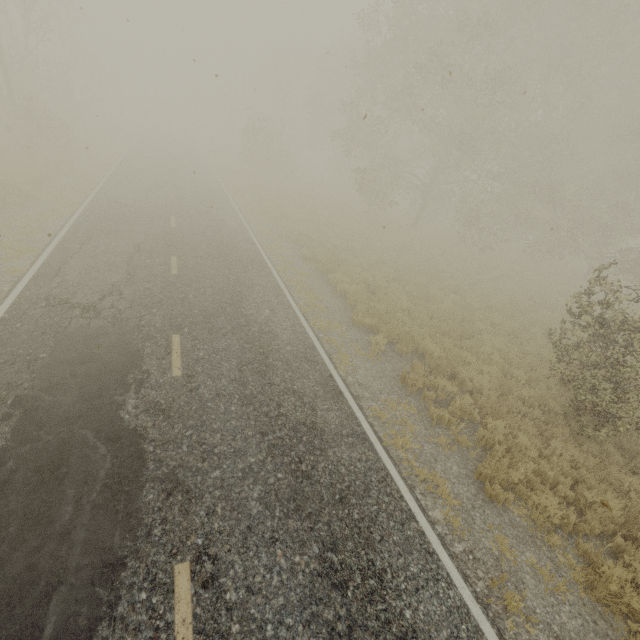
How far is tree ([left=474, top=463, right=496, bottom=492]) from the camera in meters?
6.1

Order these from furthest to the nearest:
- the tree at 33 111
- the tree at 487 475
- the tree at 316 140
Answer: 1. the tree at 33 111
2. the tree at 316 140
3. the tree at 487 475

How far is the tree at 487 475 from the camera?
6.1 meters

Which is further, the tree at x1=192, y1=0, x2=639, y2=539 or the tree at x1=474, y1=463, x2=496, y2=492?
the tree at x1=192, y1=0, x2=639, y2=539

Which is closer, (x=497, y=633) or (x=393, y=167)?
(x=497, y=633)

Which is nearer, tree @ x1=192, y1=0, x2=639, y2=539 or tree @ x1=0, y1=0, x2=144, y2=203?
tree @ x1=192, y1=0, x2=639, y2=539

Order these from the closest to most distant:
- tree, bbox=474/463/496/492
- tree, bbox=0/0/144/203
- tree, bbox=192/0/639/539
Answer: tree, bbox=474/463/496/492 → tree, bbox=192/0/639/539 → tree, bbox=0/0/144/203

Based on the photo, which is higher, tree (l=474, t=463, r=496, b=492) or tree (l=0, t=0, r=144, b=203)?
tree (l=0, t=0, r=144, b=203)
